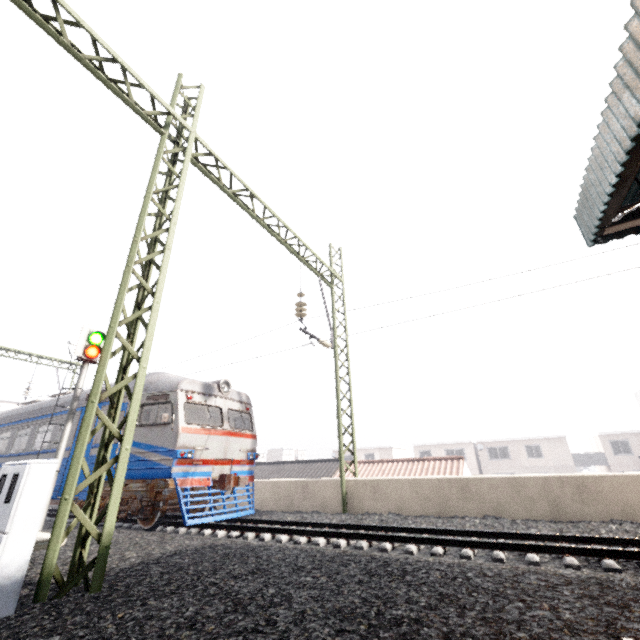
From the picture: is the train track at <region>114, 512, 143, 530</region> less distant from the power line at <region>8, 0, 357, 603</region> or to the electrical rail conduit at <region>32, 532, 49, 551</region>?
the power line at <region>8, 0, 357, 603</region>

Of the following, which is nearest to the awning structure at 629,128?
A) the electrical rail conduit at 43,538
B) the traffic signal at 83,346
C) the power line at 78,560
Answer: the power line at 78,560

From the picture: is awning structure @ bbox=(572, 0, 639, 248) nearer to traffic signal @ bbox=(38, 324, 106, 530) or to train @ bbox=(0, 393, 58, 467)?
train @ bbox=(0, 393, 58, 467)

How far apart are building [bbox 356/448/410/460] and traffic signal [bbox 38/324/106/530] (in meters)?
41.54

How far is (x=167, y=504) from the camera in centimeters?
932cm

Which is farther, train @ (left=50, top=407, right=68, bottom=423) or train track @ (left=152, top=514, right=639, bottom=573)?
train @ (left=50, top=407, right=68, bottom=423)

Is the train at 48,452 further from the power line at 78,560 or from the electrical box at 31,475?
the electrical box at 31,475

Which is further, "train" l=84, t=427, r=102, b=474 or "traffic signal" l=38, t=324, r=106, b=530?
"train" l=84, t=427, r=102, b=474
